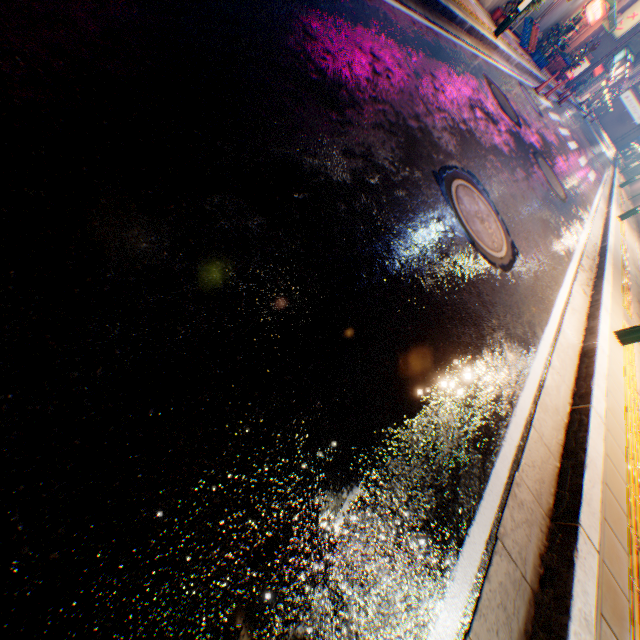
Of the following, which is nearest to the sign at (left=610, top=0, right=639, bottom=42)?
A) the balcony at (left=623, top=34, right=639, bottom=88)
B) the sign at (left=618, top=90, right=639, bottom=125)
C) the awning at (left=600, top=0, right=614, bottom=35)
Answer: the balcony at (left=623, top=34, right=639, bottom=88)

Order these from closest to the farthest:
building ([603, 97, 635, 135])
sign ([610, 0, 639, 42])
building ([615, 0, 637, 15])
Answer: building ([615, 0, 637, 15]) → sign ([610, 0, 639, 42]) → building ([603, 97, 635, 135])

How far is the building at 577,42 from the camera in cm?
1878

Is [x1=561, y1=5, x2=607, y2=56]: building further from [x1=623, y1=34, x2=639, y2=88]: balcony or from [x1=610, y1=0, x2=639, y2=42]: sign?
[x1=623, y1=34, x2=639, y2=88]: balcony

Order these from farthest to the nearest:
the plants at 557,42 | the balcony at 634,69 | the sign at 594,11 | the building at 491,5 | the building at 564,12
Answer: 1. the balcony at 634,69
2. the sign at 594,11
3. the plants at 557,42
4. the building at 564,12
5. the building at 491,5

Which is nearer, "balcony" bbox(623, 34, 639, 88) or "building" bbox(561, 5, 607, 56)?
"building" bbox(561, 5, 607, 56)

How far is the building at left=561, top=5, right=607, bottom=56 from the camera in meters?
18.8 m

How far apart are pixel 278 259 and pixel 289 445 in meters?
0.9
